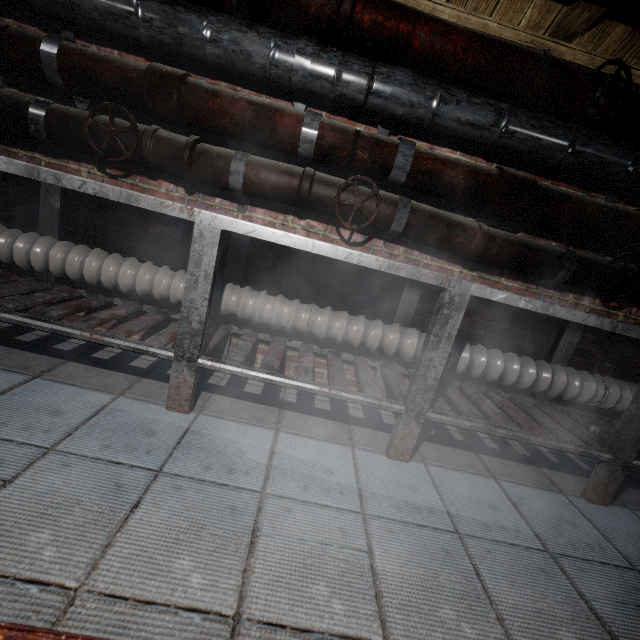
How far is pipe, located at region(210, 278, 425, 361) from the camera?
1.7m

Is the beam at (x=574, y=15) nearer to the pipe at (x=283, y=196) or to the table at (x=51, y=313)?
the pipe at (x=283, y=196)

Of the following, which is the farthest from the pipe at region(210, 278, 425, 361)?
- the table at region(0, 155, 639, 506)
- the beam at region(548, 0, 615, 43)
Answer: the beam at region(548, 0, 615, 43)

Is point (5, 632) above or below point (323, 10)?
below

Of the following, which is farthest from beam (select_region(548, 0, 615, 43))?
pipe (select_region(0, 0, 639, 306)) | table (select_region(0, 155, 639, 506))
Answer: table (select_region(0, 155, 639, 506))

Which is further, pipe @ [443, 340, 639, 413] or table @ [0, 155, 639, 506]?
pipe @ [443, 340, 639, 413]

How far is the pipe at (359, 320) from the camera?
1.7 meters
